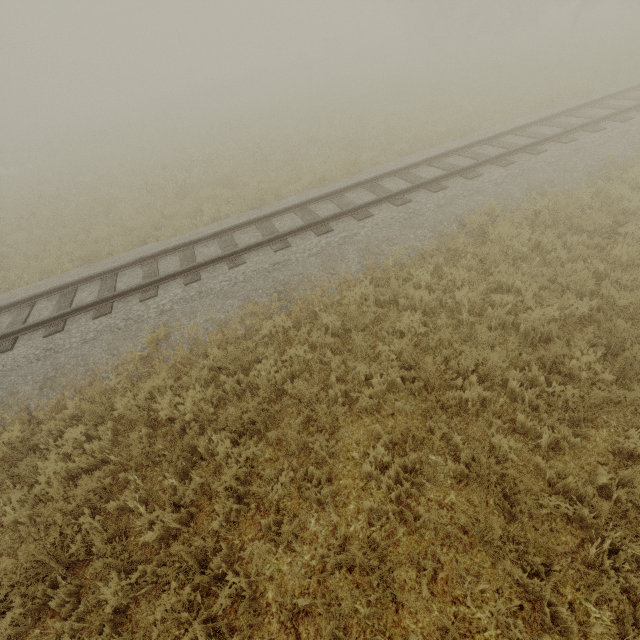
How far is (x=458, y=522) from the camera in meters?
3.8
